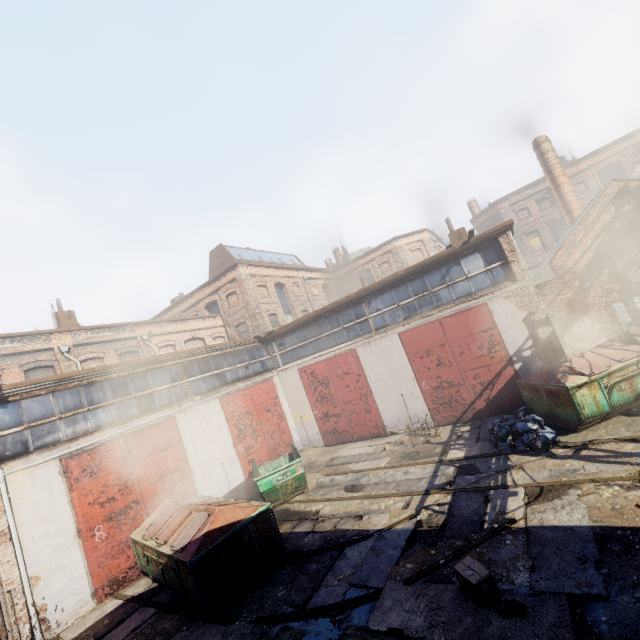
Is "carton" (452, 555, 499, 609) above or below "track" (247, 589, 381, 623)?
above

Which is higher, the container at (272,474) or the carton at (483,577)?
the container at (272,474)

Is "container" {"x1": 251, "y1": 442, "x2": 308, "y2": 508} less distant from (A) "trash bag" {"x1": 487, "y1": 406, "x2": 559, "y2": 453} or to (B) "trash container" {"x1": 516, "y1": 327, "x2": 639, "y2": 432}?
(A) "trash bag" {"x1": 487, "y1": 406, "x2": 559, "y2": 453}

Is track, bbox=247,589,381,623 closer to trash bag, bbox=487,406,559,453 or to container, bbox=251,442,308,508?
container, bbox=251,442,308,508

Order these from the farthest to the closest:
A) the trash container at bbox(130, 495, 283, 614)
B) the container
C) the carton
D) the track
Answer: the container
the trash container at bbox(130, 495, 283, 614)
the track
the carton

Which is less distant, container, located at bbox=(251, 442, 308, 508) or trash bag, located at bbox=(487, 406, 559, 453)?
trash bag, located at bbox=(487, 406, 559, 453)

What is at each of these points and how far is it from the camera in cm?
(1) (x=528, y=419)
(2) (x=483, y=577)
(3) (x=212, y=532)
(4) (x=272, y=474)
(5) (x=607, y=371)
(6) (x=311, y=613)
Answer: (1) trash bag, 956
(2) carton, 492
(3) trash container, 745
(4) container, 1084
(5) trash container, 905
(6) track, 600

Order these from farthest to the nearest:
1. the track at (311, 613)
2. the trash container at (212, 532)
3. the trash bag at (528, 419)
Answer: the trash bag at (528, 419) → the trash container at (212, 532) → the track at (311, 613)
